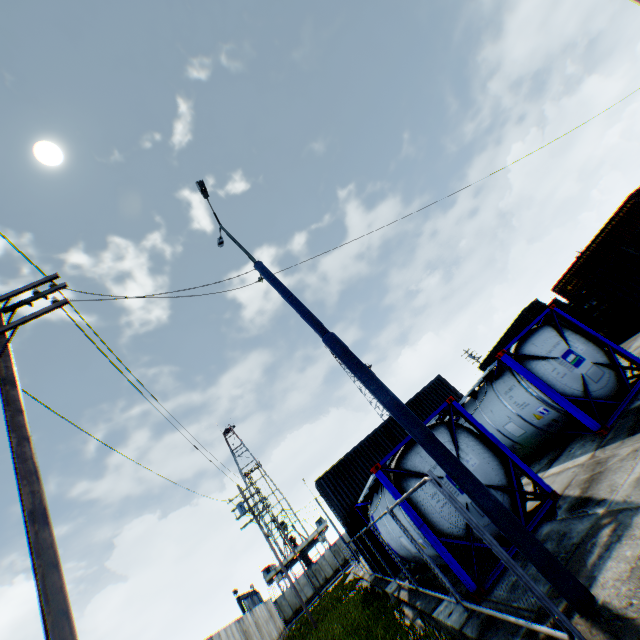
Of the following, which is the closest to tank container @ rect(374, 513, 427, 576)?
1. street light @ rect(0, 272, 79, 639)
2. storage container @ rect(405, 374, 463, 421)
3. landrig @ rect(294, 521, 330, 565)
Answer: street light @ rect(0, 272, 79, 639)

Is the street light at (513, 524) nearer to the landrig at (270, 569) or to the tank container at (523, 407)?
the tank container at (523, 407)

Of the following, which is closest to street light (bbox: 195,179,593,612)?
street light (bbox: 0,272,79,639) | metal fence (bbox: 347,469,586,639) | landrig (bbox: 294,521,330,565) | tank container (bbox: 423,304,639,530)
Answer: metal fence (bbox: 347,469,586,639)

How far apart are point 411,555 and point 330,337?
8.1 meters

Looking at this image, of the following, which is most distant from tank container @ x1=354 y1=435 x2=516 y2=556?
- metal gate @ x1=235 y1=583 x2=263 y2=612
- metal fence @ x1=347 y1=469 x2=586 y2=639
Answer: metal gate @ x1=235 y1=583 x2=263 y2=612

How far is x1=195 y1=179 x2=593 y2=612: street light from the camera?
4.03m

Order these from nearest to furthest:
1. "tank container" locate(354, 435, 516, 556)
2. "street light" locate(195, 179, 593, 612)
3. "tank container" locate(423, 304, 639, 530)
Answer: "street light" locate(195, 179, 593, 612)
"tank container" locate(354, 435, 516, 556)
"tank container" locate(423, 304, 639, 530)

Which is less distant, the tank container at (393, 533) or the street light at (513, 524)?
the street light at (513, 524)
